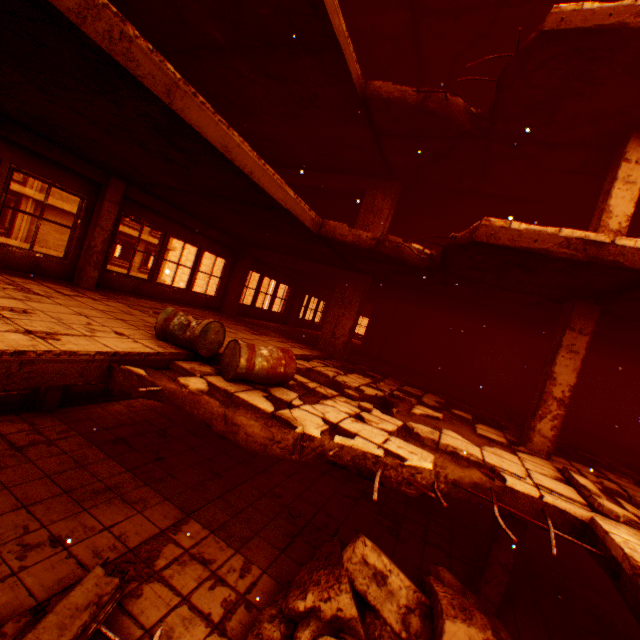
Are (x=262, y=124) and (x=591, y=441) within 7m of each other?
no

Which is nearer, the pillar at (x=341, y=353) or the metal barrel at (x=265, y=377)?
the metal barrel at (x=265, y=377)

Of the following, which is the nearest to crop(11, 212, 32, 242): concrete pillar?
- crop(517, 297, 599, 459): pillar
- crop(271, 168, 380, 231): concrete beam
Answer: crop(271, 168, 380, 231): concrete beam

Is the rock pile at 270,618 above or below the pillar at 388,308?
below

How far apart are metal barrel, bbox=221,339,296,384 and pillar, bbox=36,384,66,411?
5.28m

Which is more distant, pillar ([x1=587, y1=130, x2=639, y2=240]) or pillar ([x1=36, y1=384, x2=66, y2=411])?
pillar ([x1=36, y1=384, x2=66, y2=411])

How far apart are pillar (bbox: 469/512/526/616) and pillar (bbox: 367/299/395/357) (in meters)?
8.51

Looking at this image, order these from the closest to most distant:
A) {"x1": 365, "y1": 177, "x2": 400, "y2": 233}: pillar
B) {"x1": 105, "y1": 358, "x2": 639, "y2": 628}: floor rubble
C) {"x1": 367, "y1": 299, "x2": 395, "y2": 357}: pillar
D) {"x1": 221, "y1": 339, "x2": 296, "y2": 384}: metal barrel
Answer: {"x1": 105, "y1": 358, "x2": 639, "y2": 628}: floor rubble, {"x1": 221, "y1": 339, "x2": 296, "y2": 384}: metal barrel, {"x1": 365, "y1": 177, "x2": 400, "y2": 233}: pillar, {"x1": 367, "y1": 299, "x2": 395, "y2": 357}: pillar
